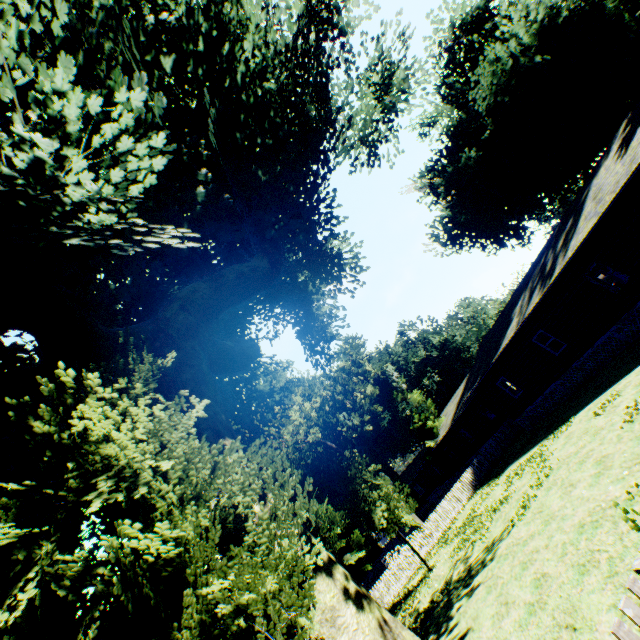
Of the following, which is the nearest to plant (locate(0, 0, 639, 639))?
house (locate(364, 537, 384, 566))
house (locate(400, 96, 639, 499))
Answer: house (locate(400, 96, 639, 499))

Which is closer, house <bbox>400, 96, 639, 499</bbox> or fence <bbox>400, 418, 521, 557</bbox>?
house <bbox>400, 96, 639, 499</bbox>

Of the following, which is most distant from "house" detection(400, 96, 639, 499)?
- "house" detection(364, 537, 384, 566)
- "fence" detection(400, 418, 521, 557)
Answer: "house" detection(364, 537, 384, 566)

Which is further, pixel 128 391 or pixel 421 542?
pixel 421 542

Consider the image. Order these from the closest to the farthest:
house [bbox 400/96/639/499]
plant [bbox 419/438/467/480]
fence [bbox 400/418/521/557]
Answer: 1. house [bbox 400/96/639/499]
2. fence [bbox 400/418/521/557]
3. plant [bbox 419/438/467/480]

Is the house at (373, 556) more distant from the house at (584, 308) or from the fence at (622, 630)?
the house at (584, 308)

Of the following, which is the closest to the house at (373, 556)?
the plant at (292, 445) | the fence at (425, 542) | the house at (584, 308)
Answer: the fence at (425, 542)

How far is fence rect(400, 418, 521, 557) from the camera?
21.5 meters
